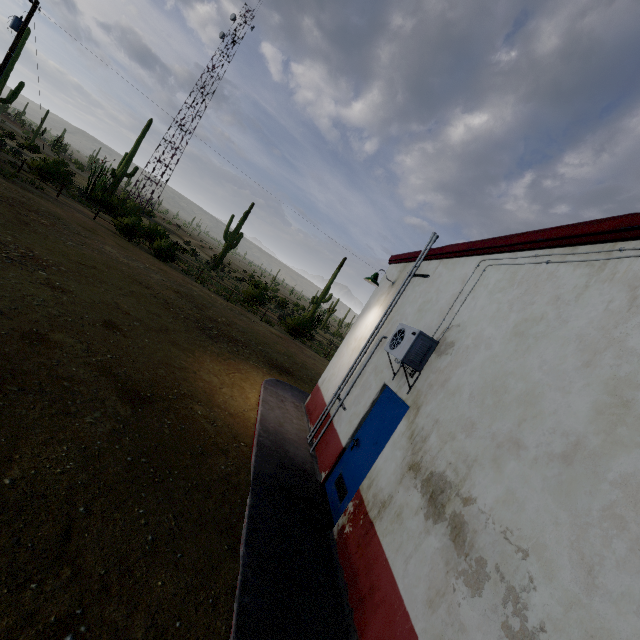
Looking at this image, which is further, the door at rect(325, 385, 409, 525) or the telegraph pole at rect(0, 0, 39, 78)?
the telegraph pole at rect(0, 0, 39, 78)

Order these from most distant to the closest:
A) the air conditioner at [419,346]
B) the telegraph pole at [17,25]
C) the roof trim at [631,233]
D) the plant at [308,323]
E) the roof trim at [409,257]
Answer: the plant at [308,323], the telegraph pole at [17,25], the roof trim at [409,257], the air conditioner at [419,346], the roof trim at [631,233]

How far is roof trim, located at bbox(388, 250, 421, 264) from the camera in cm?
750

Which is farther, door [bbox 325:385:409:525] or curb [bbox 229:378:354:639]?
door [bbox 325:385:409:525]

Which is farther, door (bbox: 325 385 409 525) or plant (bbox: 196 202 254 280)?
plant (bbox: 196 202 254 280)

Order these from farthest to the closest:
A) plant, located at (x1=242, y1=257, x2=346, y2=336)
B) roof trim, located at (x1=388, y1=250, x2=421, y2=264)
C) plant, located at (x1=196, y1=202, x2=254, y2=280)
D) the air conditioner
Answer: plant, located at (x1=196, y1=202, x2=254, y2=280) < plant, located at (x1=242, y1=257, x2=346, y2=336) < roof trim, located at (x1=388, y1=250, x2=421, y2=264) < the air conditioner

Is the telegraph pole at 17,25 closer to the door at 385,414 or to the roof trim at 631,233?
the roof trim at 631,233

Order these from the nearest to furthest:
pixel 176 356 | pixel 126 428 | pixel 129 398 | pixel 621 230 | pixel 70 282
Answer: pixel 621 230 → pixel 126 428 → pixel 129 398 → pixel 176 356 → pixel 70 282
